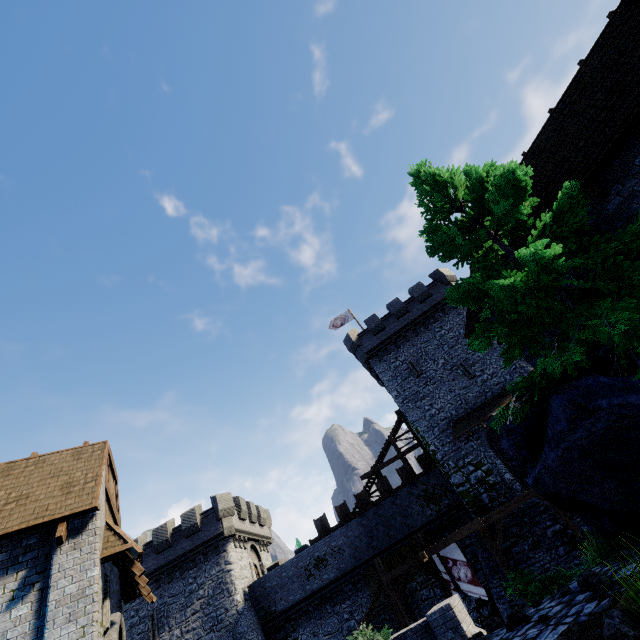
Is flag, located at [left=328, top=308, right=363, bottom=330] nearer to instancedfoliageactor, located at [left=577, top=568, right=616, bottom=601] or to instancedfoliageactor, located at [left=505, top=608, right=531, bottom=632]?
instancedfoliageactor, located at [left=505, top=608, right=531, bottom=632]

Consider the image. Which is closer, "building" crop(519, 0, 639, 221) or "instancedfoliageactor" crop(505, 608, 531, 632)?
"instancedfoliageactor" crop(505, 608, 531, 632)

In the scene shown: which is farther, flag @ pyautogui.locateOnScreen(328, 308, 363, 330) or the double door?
flag @ pyautogui.locateOnScreen(328, 308, 363, 330)

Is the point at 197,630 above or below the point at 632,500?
above

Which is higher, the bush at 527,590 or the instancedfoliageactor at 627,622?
the instancedfoliageactor at 627,622

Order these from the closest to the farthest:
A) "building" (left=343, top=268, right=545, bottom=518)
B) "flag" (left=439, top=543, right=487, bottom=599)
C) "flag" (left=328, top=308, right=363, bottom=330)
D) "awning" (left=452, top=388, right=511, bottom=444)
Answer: "flag" (left=439, top=543, right=487, bottom=599) < "building" (left=343, top=268, right=545, bottom=518) < "awning" (left=452, top=388, right=511, bottom=444) < "flag" (left=328, top=308, right=363, bottom=330)

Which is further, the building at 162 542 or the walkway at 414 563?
the building at 162 542

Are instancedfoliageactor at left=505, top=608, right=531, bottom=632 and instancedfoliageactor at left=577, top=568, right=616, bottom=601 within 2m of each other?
yes
